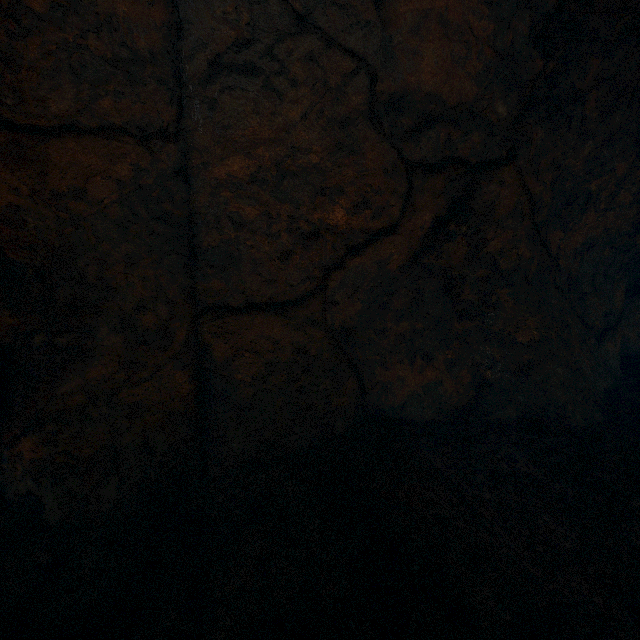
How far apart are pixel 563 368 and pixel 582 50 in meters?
3.0 m
